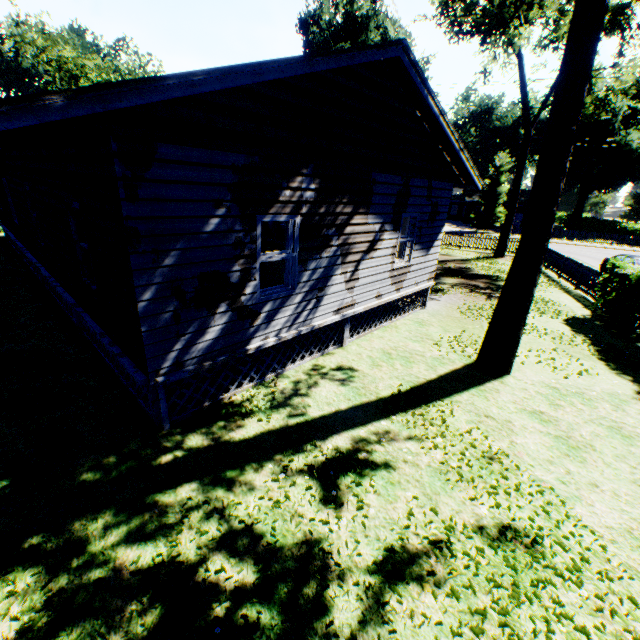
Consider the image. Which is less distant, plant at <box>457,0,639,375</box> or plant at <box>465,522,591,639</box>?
plant at <box>465,522,591,639</box>

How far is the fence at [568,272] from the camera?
15.12m

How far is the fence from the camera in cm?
1512

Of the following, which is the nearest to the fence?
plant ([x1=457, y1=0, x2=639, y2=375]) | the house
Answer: plant ([x1=457, y1=0, x2=639, y2=375])

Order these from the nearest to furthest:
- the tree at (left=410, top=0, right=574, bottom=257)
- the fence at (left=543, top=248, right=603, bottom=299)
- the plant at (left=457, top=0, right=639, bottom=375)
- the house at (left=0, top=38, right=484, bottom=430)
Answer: the house at (left=0, top=38, right=484, bottom=430) < the plant at (left=457, top=0, right=639, bottom=375) < the fence at (left=543, top=248, right=603, bottom=299) < the tree at (left=410, top=0, right=574, bottom=257)

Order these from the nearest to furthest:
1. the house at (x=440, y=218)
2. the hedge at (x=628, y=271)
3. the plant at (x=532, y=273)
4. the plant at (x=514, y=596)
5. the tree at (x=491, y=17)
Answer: the plant at (x=514, y=596) → the house at (x=440, y=218) → the plant at (x=532, y=273) → the hedge at (x=628, y=271) → the tree at (x=491, y=17)

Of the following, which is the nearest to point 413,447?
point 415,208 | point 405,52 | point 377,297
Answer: point 377,297

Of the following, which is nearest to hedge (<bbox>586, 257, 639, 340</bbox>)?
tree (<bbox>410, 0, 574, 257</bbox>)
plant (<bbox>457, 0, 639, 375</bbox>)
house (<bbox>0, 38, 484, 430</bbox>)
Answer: plant (<bbox>457, 0, 639, 375</bbox>)
